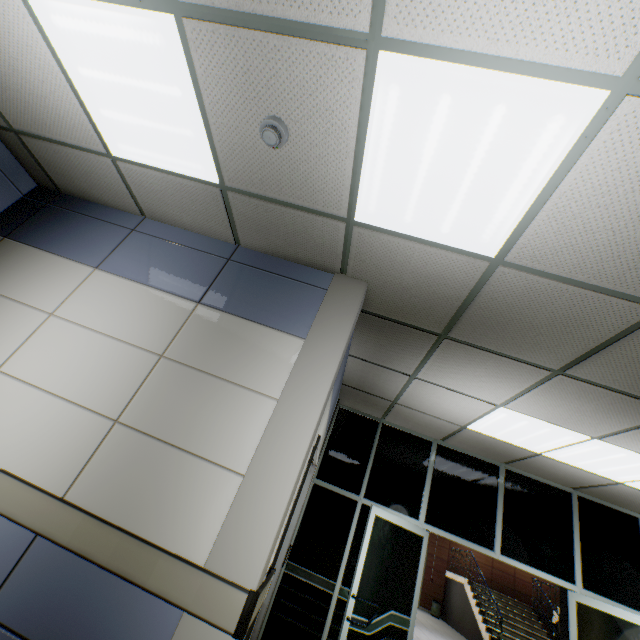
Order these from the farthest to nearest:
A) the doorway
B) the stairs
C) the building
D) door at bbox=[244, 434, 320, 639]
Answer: the building < the stairs < the doorway < door at bbox=[244, 434, 320, 639]

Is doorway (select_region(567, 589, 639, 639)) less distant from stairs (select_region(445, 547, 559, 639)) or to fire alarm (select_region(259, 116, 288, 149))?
fire alarm (select_region(259, 116, 288, 149))

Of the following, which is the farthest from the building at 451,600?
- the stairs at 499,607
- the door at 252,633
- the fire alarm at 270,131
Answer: the fire alarm at 270,131

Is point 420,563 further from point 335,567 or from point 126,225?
point 126,225

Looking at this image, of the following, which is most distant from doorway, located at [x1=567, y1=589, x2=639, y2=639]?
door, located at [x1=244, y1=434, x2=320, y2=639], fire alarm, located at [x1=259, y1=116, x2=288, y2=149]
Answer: fire alarm, located at [x1=259, y1=116, x2=288, y2=149]

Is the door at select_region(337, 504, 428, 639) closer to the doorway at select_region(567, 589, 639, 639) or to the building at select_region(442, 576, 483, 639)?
the doorway at select_region(567, 589, 639, 639)

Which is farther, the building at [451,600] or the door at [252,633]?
the building at [451,600]

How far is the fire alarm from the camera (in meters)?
1.81
